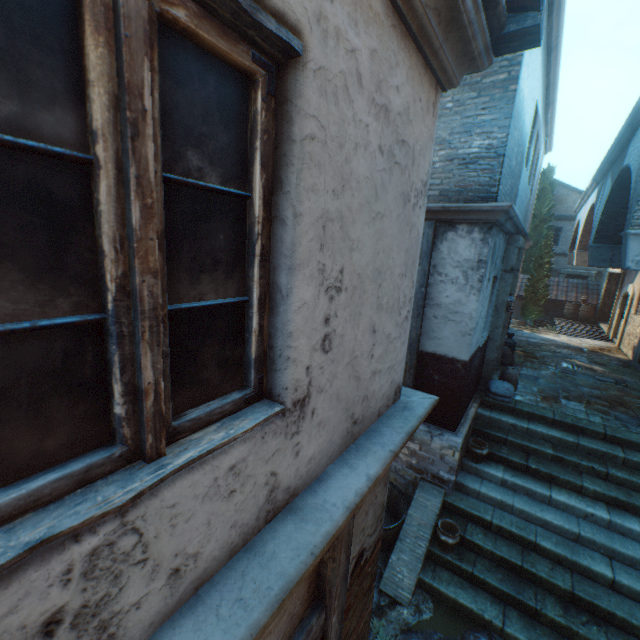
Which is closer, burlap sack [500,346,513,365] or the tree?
burlap sack [500,346,513,365]

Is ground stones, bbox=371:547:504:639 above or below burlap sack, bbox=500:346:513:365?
below

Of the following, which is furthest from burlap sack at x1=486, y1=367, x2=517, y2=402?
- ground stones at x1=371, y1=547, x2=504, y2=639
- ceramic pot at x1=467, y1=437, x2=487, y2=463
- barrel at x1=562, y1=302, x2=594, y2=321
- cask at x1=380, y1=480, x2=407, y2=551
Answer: barrel at x1=562, y1=302, x2=594, y2=321

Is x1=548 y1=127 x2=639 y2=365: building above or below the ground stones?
above

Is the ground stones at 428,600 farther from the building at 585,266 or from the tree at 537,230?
the tree at 537,230

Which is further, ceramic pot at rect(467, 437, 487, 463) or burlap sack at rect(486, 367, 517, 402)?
burlap sack at rect(486, 367, 517, 402)

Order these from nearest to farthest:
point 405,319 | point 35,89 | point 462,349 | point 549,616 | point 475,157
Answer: point 35,89 → point 405,319 → point 549,616 → point 475,157 → point 462,349

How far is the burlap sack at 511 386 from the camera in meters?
7.3
